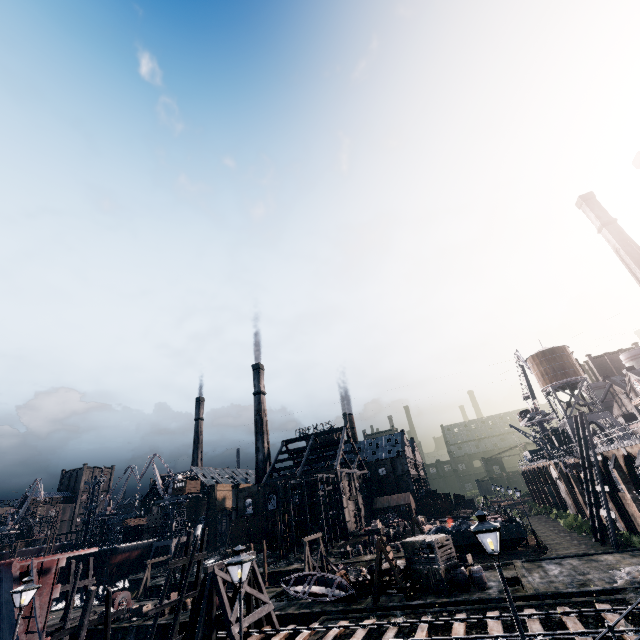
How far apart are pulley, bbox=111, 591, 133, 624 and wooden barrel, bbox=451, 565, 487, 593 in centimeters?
3439cm

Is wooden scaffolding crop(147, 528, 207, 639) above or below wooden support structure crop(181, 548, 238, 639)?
above

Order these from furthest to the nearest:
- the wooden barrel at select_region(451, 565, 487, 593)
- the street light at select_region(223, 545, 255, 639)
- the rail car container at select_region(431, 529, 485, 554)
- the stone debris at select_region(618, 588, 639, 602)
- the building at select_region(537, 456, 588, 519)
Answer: the building at select_region(537, 456, 588, 519)
the rail car container at select_region(431, 529, 485, 554)
the wooden barrel at select_region(451, 565, 487, 593)
the stone debris at select_region(618, 588, 639, 602)
the street light at select_region(223, 545, 255, 639)

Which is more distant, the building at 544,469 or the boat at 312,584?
the building at 544,469

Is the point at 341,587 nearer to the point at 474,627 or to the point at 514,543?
the point at 474,627

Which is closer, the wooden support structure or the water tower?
the wooden support structure

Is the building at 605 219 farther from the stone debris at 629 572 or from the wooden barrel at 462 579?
the wooden barrel at 462 579

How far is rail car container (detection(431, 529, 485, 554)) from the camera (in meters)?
35.38
